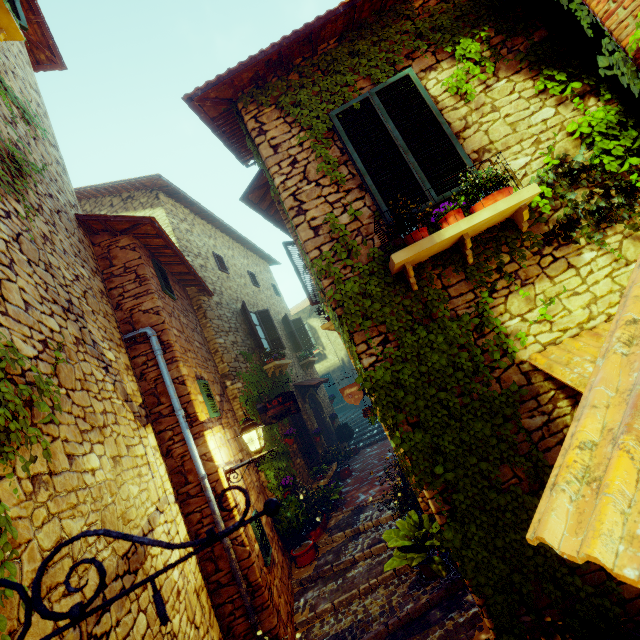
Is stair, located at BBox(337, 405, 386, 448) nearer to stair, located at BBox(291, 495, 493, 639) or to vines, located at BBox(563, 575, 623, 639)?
stair, located at BBox(291, 495, 493, 639)

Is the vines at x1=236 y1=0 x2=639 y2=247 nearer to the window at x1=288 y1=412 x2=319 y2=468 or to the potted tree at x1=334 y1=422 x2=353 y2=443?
the window at x1=288 y1=412 x2=319 y2=468

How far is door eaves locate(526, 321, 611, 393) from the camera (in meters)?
2.76

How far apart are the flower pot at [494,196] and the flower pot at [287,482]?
6.9 meters

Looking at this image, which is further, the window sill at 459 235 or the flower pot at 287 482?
the flower pot at 287 482

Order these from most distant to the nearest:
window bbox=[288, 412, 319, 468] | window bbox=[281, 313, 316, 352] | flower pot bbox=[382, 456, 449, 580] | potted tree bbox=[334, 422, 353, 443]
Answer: window bbox=[281, 313, 316, 352]
potted tree bbox=[334, 422, 353, 443]
window bbox=[288, 412, 319, 468]
flower pot bbox=[382, 456, 449, 580]

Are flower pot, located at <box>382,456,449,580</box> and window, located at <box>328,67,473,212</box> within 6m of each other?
yes

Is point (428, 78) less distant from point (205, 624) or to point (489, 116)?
point (489, 116)
